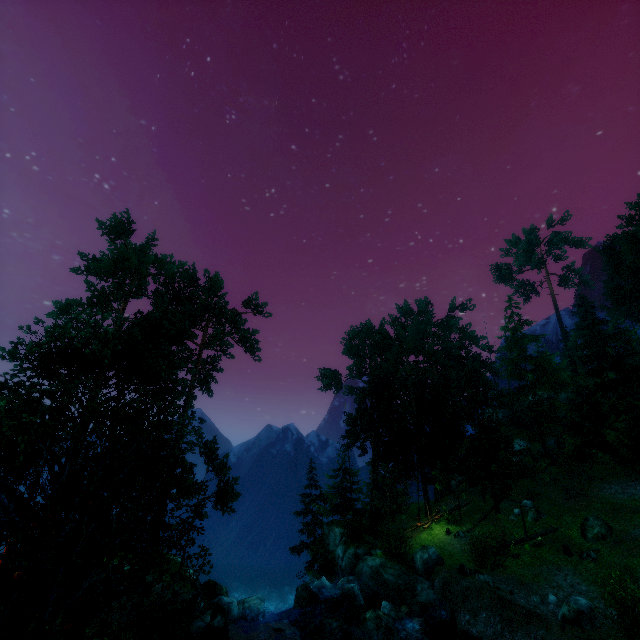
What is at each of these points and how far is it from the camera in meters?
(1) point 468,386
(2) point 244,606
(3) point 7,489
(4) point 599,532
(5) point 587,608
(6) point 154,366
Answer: (1) tree, 34.2 m
(2) rock, 18.5 m
(3) building, 15.3 m
(4) rock, 21.9 m
(5) rock, 17.2 m
(6) tree, 22.5 m

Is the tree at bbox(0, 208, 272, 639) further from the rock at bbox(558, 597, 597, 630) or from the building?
the rock at bbox(558, 597, 597, 630)

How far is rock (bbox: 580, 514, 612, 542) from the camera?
21.92m

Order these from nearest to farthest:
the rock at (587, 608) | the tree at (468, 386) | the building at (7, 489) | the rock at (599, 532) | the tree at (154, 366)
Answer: the tree at (154, 366)
the building at (7, 489)
the rock at (587, 608)
the rock at (599, 532)
the tree at (468, 386)

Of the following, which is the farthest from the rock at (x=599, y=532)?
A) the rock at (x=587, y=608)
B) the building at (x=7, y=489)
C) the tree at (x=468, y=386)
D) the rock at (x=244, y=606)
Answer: the building at (x=7, y=489)

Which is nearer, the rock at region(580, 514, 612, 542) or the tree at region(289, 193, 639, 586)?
the rock at region(580, 514, 612, 542)

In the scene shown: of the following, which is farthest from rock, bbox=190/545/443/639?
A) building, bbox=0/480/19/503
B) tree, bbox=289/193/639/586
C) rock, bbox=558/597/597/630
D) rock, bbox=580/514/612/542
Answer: building, bbox=0/480/19/503

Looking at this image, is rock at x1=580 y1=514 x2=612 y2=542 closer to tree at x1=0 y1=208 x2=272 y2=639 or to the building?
tree at x1=0 y1=208 x2=272 y2=639
